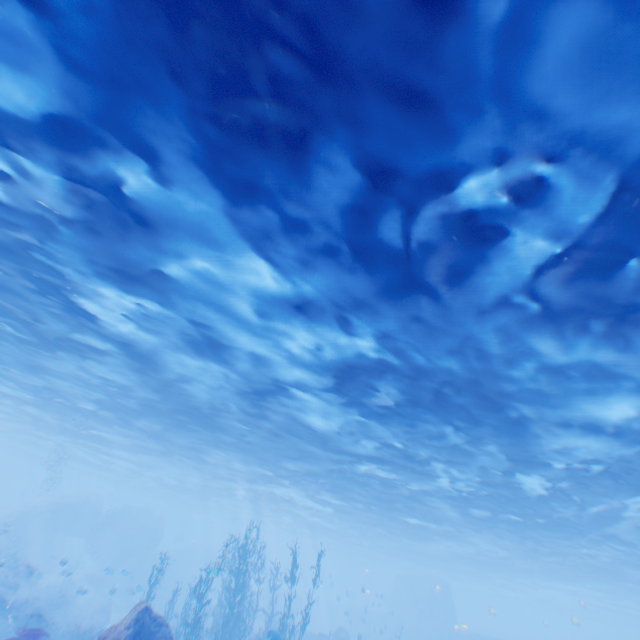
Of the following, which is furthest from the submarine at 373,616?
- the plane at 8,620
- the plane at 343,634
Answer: the plane at 8,620

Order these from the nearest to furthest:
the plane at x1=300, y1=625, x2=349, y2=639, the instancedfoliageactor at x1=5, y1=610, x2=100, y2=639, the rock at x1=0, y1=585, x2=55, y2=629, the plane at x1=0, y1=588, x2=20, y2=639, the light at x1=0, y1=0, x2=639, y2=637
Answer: the light at x1=0, y1=0, x2=639, y2=637, the instancedfoliageactor at x1=5, y1=610, x2=100, y2=639, the plane at x1=0, y1=588, x2=20, y2=639, the rock at x1=0, y1=585, x2=55, y2=629, the plane at x1=300, y1=625, x2=349, y2=639

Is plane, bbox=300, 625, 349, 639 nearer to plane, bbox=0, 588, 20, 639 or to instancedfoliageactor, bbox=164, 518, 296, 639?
instancedfoliageactor, bbox=164, 518, 296, 639

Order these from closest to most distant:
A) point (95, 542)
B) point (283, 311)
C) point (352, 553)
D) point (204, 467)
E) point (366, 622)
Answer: point (283, 311) → point (204, 467) → point (95, 542) → point (366, 622) → point (352, 553)

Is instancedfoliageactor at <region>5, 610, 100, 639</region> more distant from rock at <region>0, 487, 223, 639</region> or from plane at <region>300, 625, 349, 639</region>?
plane at <region>300, 625, 349, 639</region>

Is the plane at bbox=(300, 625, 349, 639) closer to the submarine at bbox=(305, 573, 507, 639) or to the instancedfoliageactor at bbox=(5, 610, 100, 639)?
the submarine at bbox=(305, 573, 507, 639)

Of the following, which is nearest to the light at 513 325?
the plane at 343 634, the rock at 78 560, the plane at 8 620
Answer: the rock at 78 560

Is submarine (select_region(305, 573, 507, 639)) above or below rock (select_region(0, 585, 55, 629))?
above
